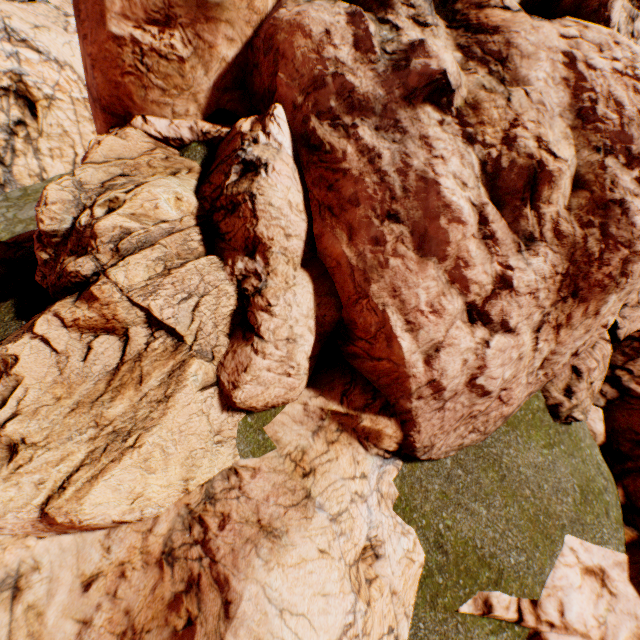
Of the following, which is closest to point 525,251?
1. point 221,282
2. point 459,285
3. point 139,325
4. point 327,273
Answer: point 459,285
